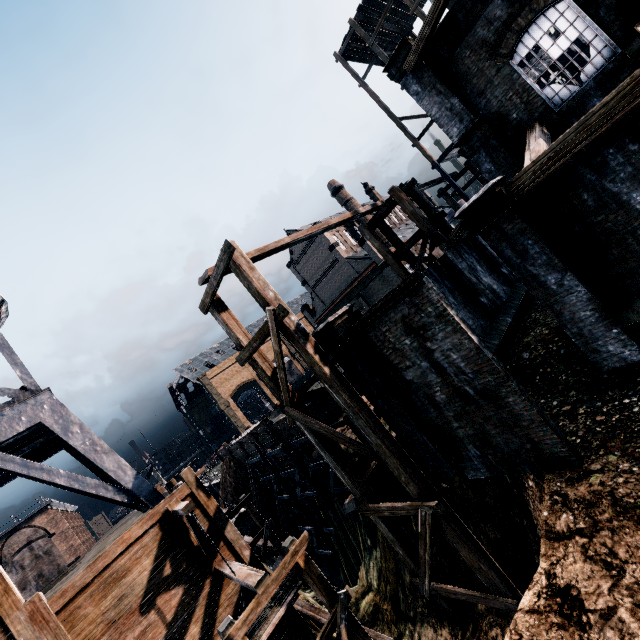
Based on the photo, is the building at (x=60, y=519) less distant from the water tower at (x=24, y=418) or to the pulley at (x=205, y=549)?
the water tower at (x=24, y=418)

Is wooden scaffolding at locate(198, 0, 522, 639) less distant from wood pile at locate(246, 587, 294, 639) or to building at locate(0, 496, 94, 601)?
wood pile at locate(246, 587, 294, 639)

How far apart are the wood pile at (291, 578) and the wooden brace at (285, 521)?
24.6m

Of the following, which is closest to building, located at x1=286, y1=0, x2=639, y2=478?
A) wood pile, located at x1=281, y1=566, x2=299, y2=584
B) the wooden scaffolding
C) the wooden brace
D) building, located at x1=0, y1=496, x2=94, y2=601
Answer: the wooden scaffolding

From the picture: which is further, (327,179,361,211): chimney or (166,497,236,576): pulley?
(327,179,361,211): chimney

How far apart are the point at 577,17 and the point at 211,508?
20.5m

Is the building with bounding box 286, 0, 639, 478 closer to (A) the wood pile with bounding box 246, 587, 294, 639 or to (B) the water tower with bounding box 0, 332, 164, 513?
(A) the wood pile with bounding box 246, 587, 294, 639

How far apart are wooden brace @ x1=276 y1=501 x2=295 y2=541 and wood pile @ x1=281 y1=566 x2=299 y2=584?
24.58m
